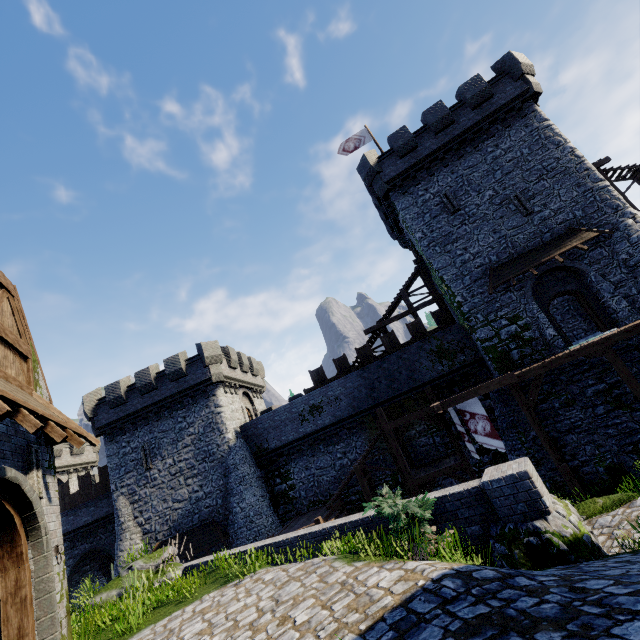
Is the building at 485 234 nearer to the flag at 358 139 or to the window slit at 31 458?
the flag at 358 139

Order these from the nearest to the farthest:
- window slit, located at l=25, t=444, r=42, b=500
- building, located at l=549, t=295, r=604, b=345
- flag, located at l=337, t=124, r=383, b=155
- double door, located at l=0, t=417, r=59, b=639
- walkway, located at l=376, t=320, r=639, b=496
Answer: double door, located at l=0, t=417, r=59, b=639, window slit, located at l=25, t=444, r=42, b=500, walkway, located at l=376, t=320, r=639, b=496, building, located at l=549, t=295, r=604, b=345, flag, located at l=337, t=124, r=383, b=155

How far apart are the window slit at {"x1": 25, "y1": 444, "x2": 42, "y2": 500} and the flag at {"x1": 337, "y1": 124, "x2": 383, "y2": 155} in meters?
25.4 m

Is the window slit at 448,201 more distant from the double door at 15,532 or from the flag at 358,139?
the double door at 15,532

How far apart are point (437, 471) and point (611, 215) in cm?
1637

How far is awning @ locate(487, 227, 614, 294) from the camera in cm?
1677

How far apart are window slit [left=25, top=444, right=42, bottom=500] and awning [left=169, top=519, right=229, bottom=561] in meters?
15.6

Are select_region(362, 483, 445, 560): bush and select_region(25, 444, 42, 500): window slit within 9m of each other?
yes
